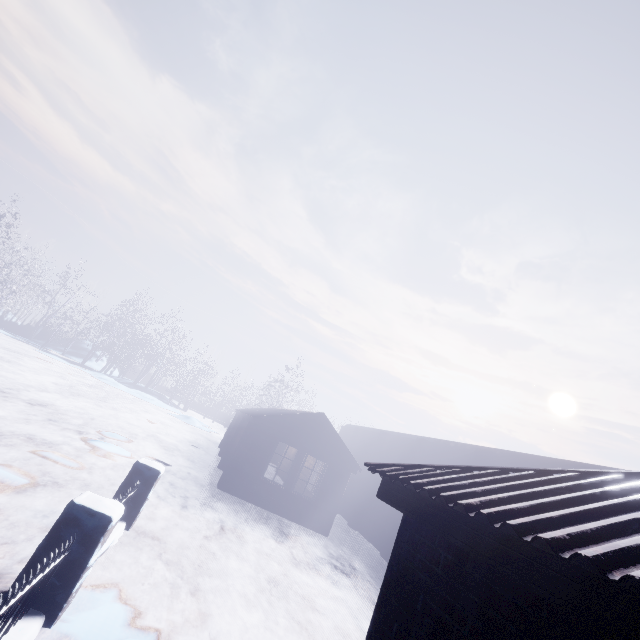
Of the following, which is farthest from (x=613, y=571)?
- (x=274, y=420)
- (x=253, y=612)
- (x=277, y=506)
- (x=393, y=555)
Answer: (x=277, y=506)

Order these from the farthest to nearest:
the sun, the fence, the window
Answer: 1. the sun
2. the window
3. the fence

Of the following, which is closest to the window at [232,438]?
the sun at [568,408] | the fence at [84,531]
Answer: the fence at [84,531]

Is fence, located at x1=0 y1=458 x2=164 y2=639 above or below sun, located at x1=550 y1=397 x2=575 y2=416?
below

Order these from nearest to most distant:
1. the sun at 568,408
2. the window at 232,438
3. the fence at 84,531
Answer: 1. the fence at 84,531
2. the window at 232,438
3. the sun at 568,408

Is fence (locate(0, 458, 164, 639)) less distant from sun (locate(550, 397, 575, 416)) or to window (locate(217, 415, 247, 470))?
window (locate(217, 415, 247, 470))

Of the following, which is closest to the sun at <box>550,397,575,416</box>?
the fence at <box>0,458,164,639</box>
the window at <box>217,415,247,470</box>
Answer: the window at <box>217,415,247,470</box>
